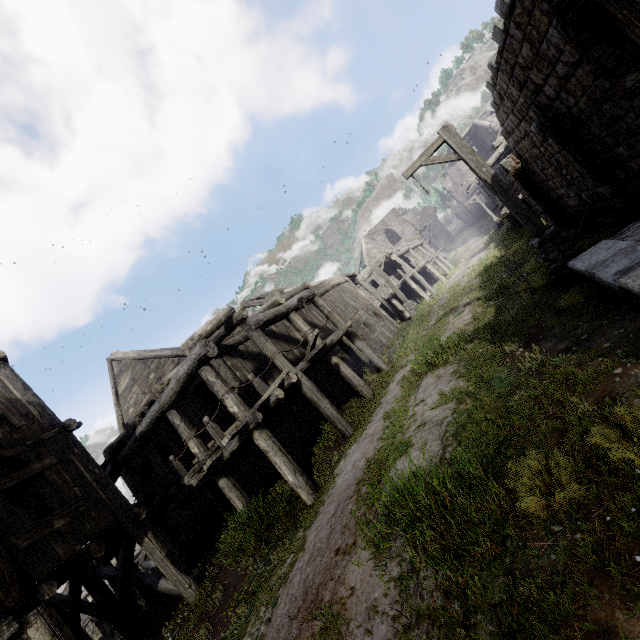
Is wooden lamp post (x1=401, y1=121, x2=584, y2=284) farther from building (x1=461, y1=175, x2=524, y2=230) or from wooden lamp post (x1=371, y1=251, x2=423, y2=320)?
wooden lamp post (x1=371, y1=251, x2=423, y2=320)

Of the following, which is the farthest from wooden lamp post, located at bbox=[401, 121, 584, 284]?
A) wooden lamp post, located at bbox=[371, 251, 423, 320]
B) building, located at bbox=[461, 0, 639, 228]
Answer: wooden lamp post, located at bbox=[371, 251, 423, 320]

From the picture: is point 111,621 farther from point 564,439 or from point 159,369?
point 564,439

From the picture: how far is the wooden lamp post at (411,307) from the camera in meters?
21.7 m

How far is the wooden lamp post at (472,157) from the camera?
7.4m

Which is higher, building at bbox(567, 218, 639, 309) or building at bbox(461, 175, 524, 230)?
building at bbox(461, 175, 524, 230)

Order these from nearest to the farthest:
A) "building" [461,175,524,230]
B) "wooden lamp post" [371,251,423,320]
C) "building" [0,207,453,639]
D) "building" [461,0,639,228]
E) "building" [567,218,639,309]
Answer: "building" [567,218,639,309] → "building" [461,0,639,228] → "building" [0,207,453,639] → "building" [461,175,524,230] → "wooden lamp post" [371,251,423,320]
